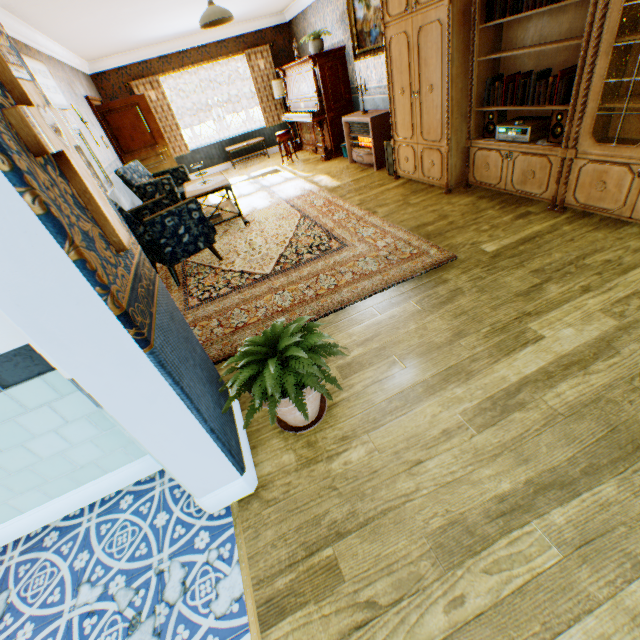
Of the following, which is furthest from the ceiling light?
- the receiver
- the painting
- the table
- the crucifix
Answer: the crucifix

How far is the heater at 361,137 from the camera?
5.78m

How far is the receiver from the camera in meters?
3.4

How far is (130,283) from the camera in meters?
1.2

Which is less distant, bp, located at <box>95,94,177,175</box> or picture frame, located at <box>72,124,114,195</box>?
picture frame, located at <box>72,124,114,195</box>

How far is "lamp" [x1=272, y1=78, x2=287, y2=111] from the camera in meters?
9.0

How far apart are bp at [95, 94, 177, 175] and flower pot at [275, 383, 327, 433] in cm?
786

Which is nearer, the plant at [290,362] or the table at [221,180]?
the plant at [290,362]
